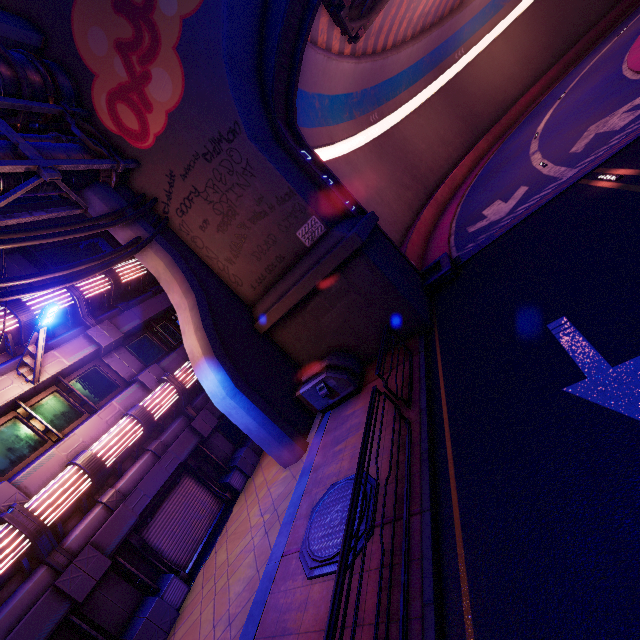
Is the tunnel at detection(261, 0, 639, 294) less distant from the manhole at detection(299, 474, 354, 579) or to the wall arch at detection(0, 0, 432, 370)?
the wall arch at detection(0, 0, 432, 370)

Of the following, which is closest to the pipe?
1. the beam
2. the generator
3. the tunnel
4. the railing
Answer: the tunnel

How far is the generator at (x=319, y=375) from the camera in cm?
1041

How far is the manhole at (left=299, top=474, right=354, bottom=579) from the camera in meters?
5.9

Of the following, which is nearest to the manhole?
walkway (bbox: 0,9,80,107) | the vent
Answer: walkway (bbox: 0,9,80,107)

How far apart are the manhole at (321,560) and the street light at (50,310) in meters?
7.6

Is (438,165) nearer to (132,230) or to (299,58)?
(299,58)

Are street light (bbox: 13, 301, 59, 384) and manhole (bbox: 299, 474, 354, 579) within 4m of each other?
no
